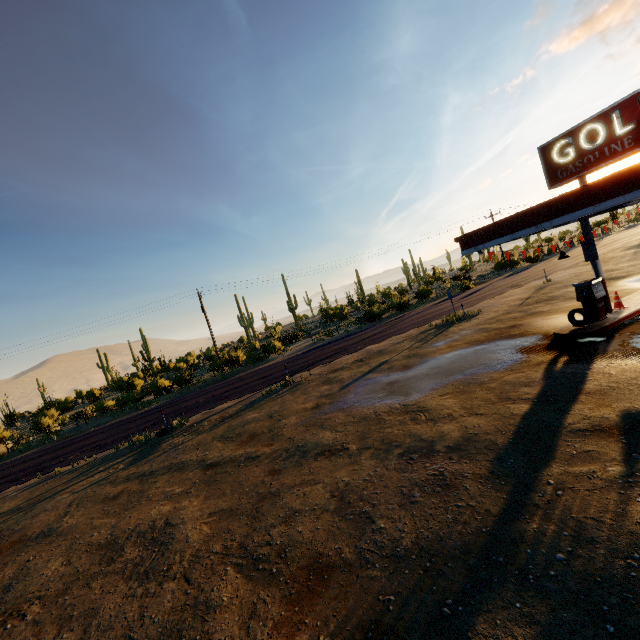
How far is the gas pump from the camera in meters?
11.7

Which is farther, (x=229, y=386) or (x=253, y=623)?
(x=229, y=386)

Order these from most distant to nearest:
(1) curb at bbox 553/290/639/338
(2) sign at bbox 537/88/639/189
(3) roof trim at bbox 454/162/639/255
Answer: (1) curb at bbox 553/290/639/338
(2) sign at bbox 537/88/639/189
(3) roof trim at bbox 454/162/639/255

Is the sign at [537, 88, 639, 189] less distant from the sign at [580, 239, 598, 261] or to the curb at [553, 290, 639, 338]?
the sign at [580, 239, 598, 261]

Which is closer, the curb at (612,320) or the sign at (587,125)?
the sign at (587,125)

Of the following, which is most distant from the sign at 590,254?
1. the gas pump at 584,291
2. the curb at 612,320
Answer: the curb at 612,320

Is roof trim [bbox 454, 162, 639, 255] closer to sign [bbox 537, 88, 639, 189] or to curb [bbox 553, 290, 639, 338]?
sign [bbox 537, 88, 639, 189]

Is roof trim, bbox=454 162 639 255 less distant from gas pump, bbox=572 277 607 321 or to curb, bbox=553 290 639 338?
gas pump, bbox=572 277 607 321
